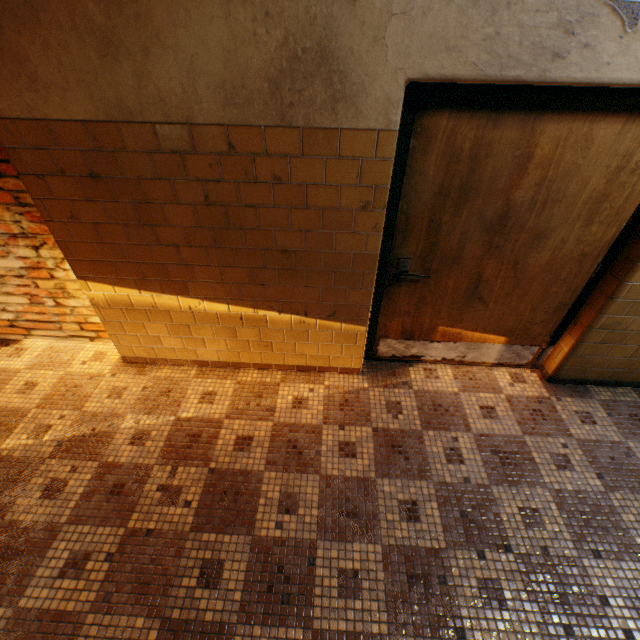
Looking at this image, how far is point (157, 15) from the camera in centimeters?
146cm
